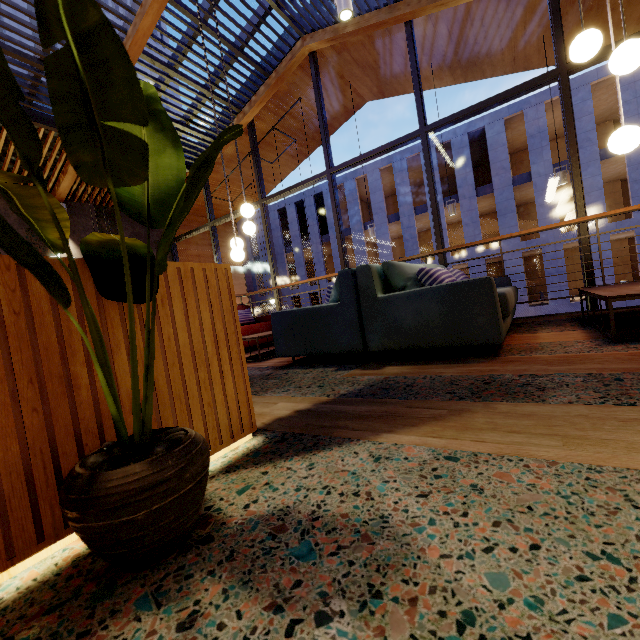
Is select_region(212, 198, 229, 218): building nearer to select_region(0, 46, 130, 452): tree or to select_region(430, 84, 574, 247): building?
select_region(0, 46, 130, 452): tree

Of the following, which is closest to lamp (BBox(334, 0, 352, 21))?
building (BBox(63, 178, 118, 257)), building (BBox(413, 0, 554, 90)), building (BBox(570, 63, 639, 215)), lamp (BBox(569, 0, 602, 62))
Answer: lamp (BBox(569, 0, 602, 62))

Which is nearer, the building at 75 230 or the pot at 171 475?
the pot at 171 475

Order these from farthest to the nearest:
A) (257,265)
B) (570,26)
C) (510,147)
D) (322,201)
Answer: (257,265) → (322,201) → (510,147) → (570,26)

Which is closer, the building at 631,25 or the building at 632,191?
the building at 631,25

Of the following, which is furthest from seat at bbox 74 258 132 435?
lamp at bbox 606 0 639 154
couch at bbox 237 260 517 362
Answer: lamp at bbox 606 0 639 154

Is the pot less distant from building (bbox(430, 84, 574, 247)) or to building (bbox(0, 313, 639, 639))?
building (bbox(0, 313, 639, 639))

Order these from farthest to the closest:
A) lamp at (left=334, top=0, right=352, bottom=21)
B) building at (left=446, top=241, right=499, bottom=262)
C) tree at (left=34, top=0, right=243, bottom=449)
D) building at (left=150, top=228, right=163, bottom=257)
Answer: building at (left=446, top=241, right=499, bottom=262) → building at (left=150, top=228, right=163, bottom=257) → lamp at (left=334, top=0, right=352, bottom=21) → tree at (left=34, top=0, right=243, bottom=449)
